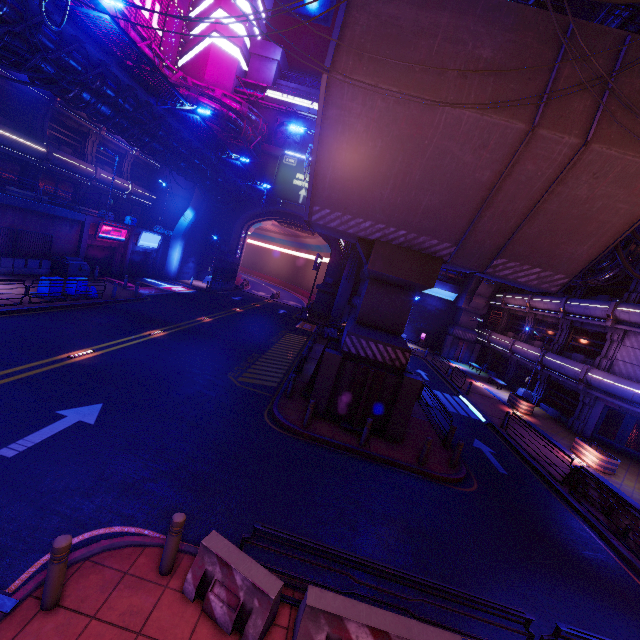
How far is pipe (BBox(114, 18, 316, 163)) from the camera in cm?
2979

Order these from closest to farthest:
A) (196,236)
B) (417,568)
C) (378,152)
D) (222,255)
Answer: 1. (417,568)
2. (378,152)
3. (196,236)
4. (222,255)

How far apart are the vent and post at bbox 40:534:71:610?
44.5m

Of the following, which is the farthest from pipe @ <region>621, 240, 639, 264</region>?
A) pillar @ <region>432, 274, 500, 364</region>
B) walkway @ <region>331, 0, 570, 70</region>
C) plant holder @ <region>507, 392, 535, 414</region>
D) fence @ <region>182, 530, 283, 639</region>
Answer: fence @ <region>182, 530, 283, 639</region>

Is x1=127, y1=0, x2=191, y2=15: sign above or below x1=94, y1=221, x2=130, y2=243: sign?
above

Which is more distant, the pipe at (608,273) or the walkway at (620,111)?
the pipe at (608,273)

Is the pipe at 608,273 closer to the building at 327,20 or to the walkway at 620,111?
the walkway at 620,111

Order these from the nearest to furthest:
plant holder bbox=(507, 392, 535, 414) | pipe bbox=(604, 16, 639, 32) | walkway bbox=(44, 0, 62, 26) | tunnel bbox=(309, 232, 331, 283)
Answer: walkway bbox=(44, 0, 62, 26)
pipe bbox=(604, 16, 639, 32)
plant holder bbox=(507, 392, 535, 414)
tunnel bbox=(309, 232, 331, 283)
